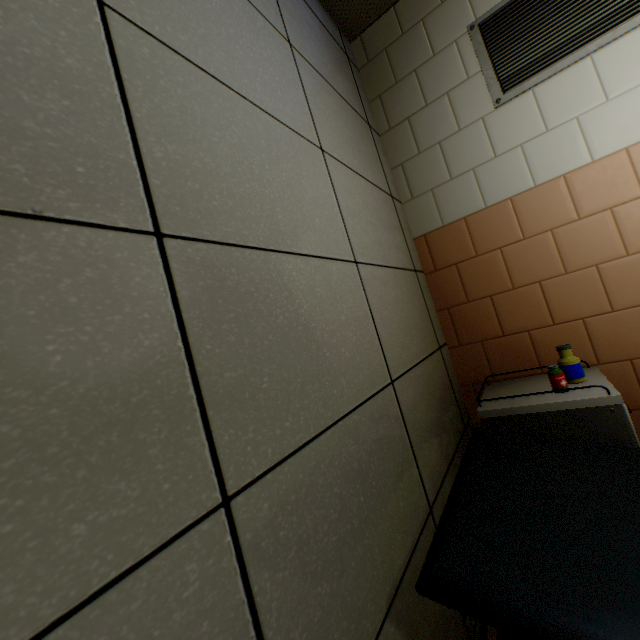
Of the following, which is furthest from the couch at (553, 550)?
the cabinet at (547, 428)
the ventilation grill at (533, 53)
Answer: the ventilation grill at (533, 53)

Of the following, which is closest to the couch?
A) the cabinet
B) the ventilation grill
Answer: the cabinet

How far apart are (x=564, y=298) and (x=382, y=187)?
1.2 meters

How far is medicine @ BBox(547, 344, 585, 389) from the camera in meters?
1.4 m

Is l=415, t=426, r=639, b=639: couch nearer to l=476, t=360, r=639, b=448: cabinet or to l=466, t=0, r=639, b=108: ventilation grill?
l=476, t=360, r=639, b=448: cabinet

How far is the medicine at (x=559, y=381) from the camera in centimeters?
137cm

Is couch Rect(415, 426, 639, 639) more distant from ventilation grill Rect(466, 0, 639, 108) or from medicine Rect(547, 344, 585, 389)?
ventilation grill Rect(466, 0, 639, 108)

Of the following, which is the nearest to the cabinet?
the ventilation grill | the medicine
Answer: the medicine
